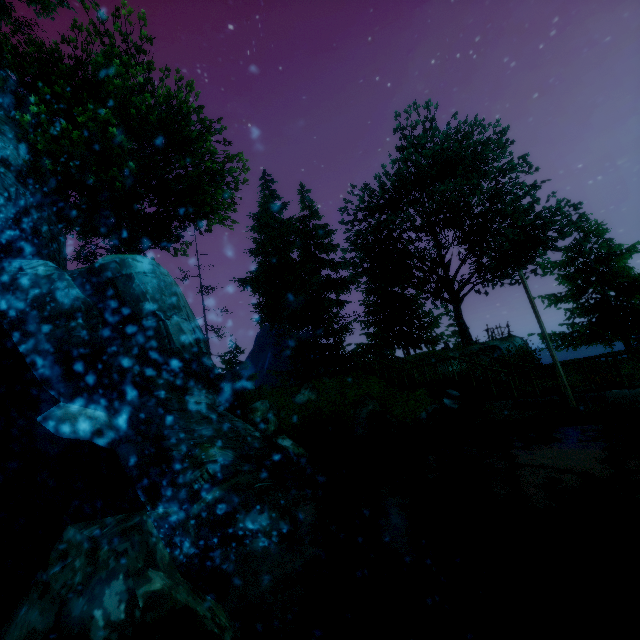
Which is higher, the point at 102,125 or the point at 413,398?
the point at 102,125

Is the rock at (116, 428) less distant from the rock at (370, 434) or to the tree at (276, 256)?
the rock at (370, 434)

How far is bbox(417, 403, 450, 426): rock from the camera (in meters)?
13.00

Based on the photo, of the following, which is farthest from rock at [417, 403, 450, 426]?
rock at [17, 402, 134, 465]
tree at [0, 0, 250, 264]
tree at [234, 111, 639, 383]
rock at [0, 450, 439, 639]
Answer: tree at [0, 0, 250, 264]

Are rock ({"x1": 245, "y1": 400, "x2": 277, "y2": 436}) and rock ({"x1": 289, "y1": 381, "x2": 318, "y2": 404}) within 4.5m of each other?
yes

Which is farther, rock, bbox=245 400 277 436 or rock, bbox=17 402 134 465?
rock, bbox=245 400 277 436

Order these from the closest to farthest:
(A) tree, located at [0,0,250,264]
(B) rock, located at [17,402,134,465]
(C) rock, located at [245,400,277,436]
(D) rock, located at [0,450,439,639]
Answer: (D) rock, located at [0,450,439,639]
(B) rock, located at [17,402,134,465]
(A) tree, located at [0,0,250,264]
(C) rock, located at [245,400,277,436]

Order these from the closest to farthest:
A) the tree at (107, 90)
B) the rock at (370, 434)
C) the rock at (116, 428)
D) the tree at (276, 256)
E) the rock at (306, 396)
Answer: the rock at (116, 428) → the tree at (107, 90) → the rock at (370, 434) → the rock at (306, 396) → the tree at (276, 256)
